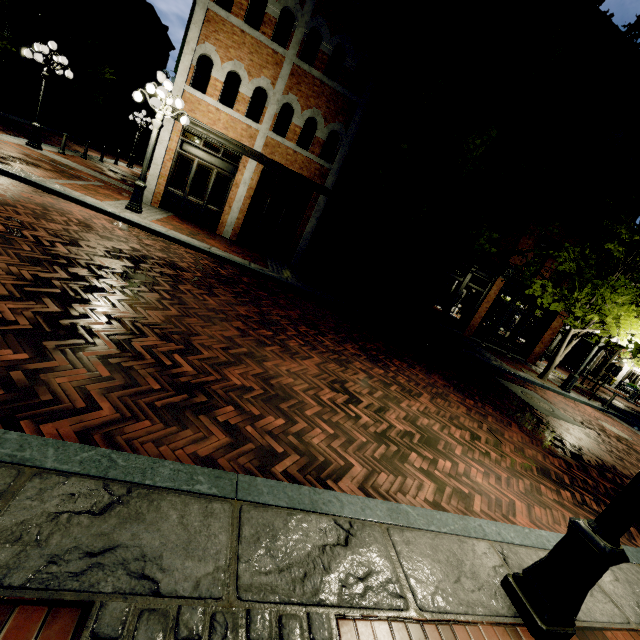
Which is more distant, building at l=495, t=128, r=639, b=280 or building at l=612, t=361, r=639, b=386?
building at l=612, t=361, r=639, b=386

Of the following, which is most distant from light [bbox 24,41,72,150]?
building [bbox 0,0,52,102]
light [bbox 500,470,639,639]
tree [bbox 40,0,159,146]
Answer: light [bbox 500,470,639,639]

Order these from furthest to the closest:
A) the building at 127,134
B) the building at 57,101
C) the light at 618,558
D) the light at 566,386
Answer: the building at 127,134 → the building at 57,101 → the light at 566,386 → the light at 618,558

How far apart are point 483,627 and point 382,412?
2.79m

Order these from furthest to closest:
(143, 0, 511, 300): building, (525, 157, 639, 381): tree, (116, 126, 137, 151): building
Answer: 1. (116, 126, 137, 151): building
2. (525, 157, 639, 381): tree
3. (143, 0, 511, 300): building

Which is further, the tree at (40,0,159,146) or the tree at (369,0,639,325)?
the tree at (40,0,159,146)

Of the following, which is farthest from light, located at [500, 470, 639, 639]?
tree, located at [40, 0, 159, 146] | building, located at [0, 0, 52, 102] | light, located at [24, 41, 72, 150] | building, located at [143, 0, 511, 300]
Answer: building, located at [0, 0, 52, 102]

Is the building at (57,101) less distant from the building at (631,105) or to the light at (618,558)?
the building at (631,105)
